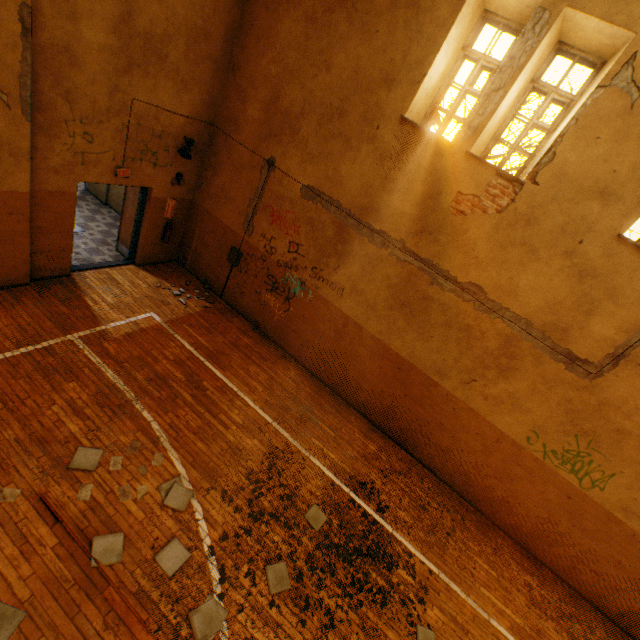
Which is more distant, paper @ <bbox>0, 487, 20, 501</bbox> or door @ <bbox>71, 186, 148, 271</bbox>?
door @ <bbox>71, 186, 148, 271</bbox>

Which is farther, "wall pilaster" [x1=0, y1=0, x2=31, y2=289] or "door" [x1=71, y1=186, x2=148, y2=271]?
"door" [x1=71, y1=186, x2=148, y2=271]

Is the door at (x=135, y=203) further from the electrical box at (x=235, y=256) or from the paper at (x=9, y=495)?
the paper at (x=9, y=495)

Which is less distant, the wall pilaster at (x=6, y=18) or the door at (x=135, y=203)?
A: the wall pilaster at (x=6, y=18)

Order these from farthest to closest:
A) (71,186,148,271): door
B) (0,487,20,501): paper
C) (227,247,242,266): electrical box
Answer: (227,247,242,266): electrical box < (71,186,148,271): door < (0,487,20,501): paper

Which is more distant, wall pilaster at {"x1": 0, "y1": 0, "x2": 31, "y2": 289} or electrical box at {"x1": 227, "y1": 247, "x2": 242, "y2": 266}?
electrical box at {"x1": 227, "y1": 247, "x2": 242, "y2": 266}

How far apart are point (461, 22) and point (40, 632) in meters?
9.8

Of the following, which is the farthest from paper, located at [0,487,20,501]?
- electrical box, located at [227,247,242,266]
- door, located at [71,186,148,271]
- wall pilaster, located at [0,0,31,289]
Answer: electrical box, located at [227,247,242,266]
